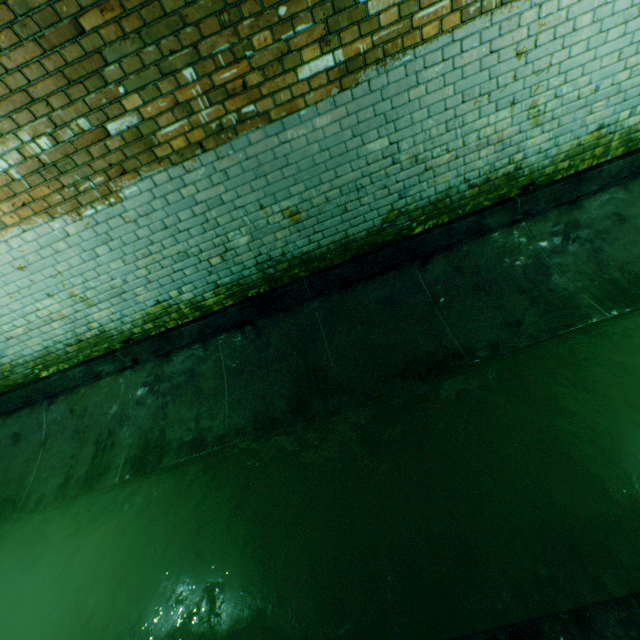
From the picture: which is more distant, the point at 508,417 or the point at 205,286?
the point at 205,286
